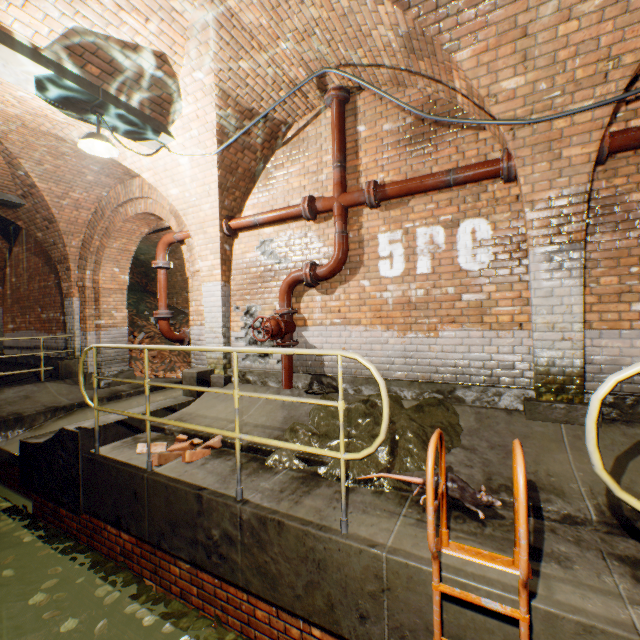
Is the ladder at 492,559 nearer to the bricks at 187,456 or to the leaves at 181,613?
the leaves at 181,613

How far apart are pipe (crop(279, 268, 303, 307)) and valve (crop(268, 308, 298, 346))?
0.0m

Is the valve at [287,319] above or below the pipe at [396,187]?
below

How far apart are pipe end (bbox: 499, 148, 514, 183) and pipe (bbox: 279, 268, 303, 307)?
2.7m

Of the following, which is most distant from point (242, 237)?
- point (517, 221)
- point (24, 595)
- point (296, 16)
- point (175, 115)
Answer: point (24, 595)

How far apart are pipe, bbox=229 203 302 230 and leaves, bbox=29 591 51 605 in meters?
Result: 5.0

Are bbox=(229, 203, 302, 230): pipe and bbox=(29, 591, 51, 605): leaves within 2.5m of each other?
no

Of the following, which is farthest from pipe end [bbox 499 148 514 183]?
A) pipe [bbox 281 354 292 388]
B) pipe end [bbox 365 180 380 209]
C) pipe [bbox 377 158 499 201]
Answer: pipe [bbox 281 354 292 388]
